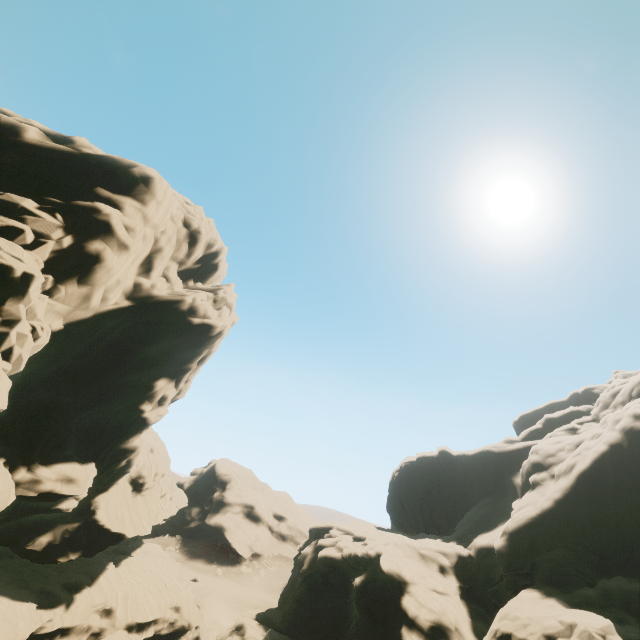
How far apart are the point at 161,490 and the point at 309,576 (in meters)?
22.97
